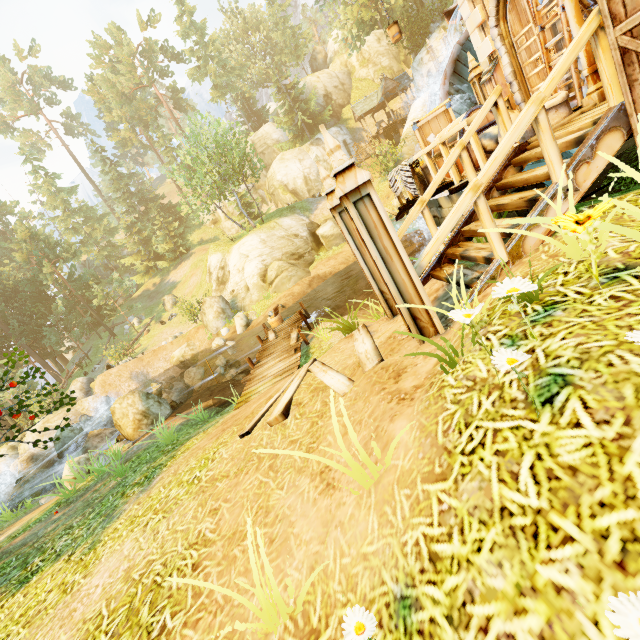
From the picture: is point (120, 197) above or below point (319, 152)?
above

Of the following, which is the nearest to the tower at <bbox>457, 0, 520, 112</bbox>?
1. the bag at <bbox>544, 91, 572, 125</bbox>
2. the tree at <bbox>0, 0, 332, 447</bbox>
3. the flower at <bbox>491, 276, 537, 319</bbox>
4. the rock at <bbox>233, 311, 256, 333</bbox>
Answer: the bag at <bbox>544, 91, 572, 125</bbox>

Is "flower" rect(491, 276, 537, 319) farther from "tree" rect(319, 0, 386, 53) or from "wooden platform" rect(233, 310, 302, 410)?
"tree" rect(319, 0, 386, 53)

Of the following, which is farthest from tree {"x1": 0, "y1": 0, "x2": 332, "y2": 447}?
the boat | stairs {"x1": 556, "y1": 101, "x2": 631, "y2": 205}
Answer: the boat

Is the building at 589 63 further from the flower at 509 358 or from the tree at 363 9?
the tree at 363 9

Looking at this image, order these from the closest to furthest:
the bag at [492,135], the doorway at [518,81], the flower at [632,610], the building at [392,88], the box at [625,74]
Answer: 1. the flower at [632,610]
2. the box at [625,74]
3. the bag at [492,135]
4. the doorway at [518,81]
5. the building at [392,88]

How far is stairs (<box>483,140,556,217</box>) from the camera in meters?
3.4 m
